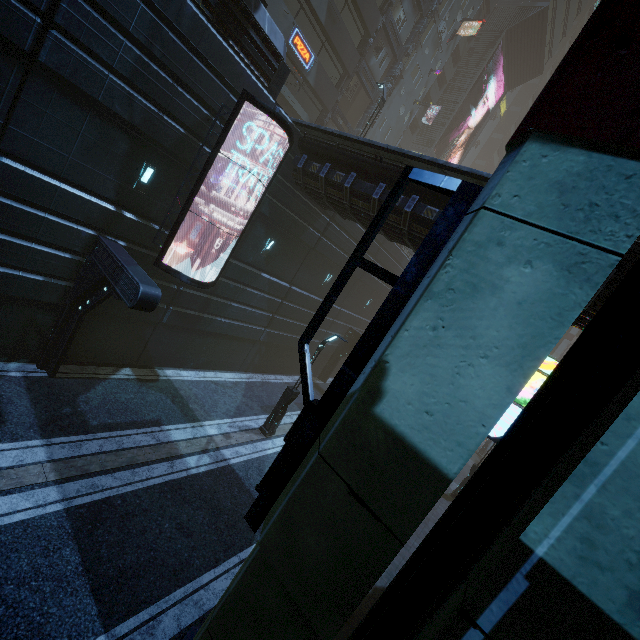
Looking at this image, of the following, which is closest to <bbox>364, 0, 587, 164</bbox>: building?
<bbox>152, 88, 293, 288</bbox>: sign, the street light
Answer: <bbox>152, 88, 293, 288</bbox>: sign

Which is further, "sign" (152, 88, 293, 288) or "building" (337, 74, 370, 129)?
"building" (337, 74, 370, 129)

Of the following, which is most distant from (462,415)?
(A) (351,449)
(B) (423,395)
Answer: (A) (351,449)

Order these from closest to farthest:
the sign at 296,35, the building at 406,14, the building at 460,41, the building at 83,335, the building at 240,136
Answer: the building at 83,335, the building at 240,136, the sign at 296,35, the building at 406,14, the building at 460,41

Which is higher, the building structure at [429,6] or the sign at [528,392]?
the building structure at [429,6]

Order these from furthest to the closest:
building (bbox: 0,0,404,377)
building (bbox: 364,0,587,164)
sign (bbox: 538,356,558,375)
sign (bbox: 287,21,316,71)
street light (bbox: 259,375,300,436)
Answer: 1. building (bbox: 364,0,587,164)
2. sign (bbox: 287,21,316,71)
3. street light (bbox: 259,375,300,436)
4. sign (bbox: 538,356,558,375)
5. building (bbox: 0,0,404,377)

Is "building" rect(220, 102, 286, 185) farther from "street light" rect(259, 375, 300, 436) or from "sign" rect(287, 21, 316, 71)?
"street light" rect(259, 375, 300, 436)
